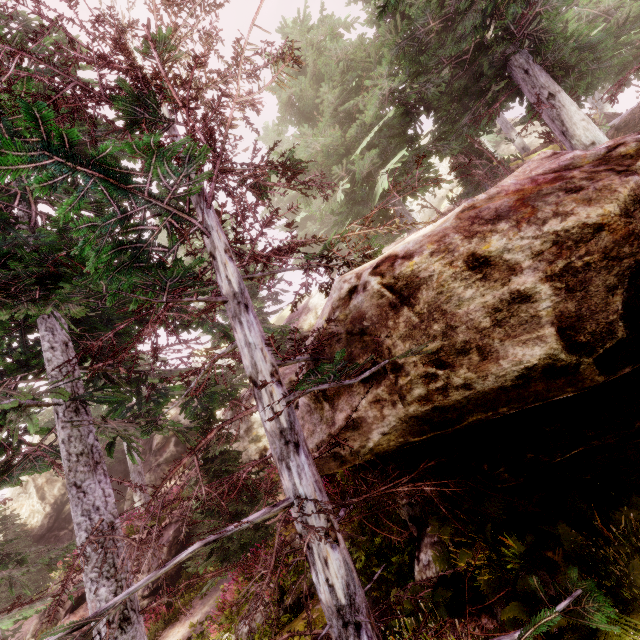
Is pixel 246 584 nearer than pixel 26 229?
No

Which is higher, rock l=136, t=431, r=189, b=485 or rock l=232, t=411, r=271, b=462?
rock l=136, t=431, r=189, b=485

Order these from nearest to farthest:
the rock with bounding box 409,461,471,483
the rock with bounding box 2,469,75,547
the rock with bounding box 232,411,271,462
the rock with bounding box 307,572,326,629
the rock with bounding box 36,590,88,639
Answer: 1. the rock with bounding box 409,461,471,483
2. the rock with bounding box 307,572,326,629
3. the rock with bounding box 36,590,88,639
4. the rock with bounding box 232,411,271,462
5. the rock with bounding box 2,469,75,547

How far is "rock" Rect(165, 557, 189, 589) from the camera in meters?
14.0 m

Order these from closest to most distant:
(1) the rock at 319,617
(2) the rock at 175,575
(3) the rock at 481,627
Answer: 1. (3) the rock at 481,627
2. (1) the rock at 319,617
3. (2) the rock at 175,575

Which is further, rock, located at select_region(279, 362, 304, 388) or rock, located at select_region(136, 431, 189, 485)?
rock, located at select_region(136, 431, 189, 485)

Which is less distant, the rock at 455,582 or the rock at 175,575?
the rock at 455,582
